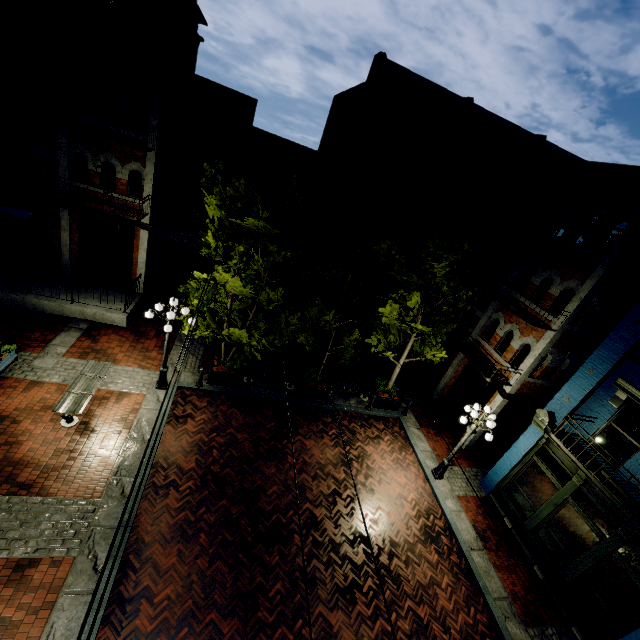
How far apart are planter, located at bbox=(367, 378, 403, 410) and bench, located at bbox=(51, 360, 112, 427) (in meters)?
10.48

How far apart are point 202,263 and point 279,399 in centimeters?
934cm

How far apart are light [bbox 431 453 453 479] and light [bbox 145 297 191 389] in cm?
1048

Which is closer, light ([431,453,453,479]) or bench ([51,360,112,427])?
bench ([51,360,112,427])

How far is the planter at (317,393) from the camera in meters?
13.4

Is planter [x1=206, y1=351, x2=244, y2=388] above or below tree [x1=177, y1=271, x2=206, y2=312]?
below

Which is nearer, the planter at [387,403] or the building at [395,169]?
the building at [395,169]

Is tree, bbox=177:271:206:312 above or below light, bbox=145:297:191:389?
above
